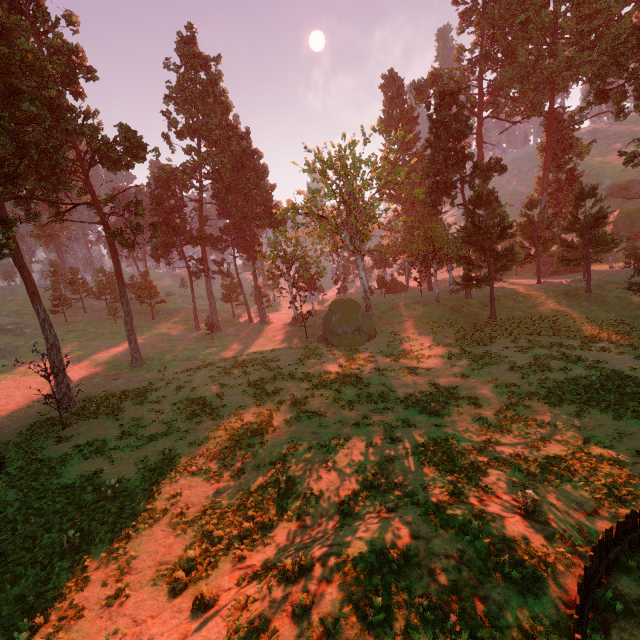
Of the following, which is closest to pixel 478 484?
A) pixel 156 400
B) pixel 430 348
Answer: pixel 430 348

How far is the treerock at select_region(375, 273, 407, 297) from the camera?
52.3m

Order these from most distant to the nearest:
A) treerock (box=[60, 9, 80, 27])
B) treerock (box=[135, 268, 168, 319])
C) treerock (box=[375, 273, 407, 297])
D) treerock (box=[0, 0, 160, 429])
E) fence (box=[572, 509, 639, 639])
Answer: treerock (box=[135, 268, 168, 319]) → treerock (box=[375, 273, 407, 297]) → treerock (box=[60, 9, 80, 27]) → treerock (box=[0, 0, 160, 429]) → fence (box=[572, 509, 639, 639])

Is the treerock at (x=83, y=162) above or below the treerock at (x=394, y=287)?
above

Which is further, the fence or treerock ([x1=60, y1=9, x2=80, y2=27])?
treerock ([x1=60, y1=9, x2=80, y2=27])

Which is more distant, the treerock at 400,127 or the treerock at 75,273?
the treerock at 75,273

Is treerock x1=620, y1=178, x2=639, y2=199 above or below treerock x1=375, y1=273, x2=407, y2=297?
above
